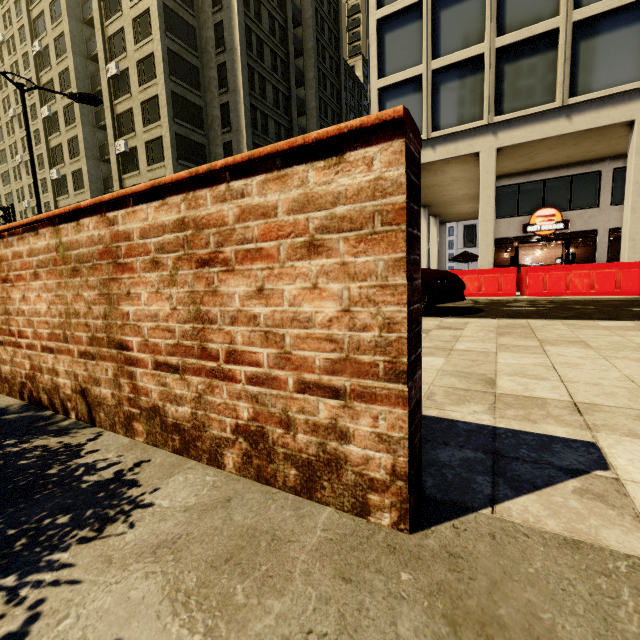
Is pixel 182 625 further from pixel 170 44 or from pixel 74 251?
pixel 170 44

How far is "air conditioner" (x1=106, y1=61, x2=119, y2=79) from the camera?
26.2m

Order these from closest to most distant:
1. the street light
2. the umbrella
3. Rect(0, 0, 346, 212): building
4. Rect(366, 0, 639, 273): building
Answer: the street light → Rect(366, 0, 639, 273): building → the umbrella → Rect(0, 0, 346, 212): building

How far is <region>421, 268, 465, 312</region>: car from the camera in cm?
630

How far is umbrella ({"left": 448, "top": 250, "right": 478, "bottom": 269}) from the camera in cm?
2188

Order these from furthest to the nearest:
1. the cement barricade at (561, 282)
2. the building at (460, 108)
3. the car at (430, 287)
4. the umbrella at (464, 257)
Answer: the umbrella at (464, 257) < the building at (460, 108) < the cement barricade at (561, 282) < the car at (430, 287)

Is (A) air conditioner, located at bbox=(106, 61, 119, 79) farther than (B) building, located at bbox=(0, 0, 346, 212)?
Yes

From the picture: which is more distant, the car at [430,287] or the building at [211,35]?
the building at [211,35]
